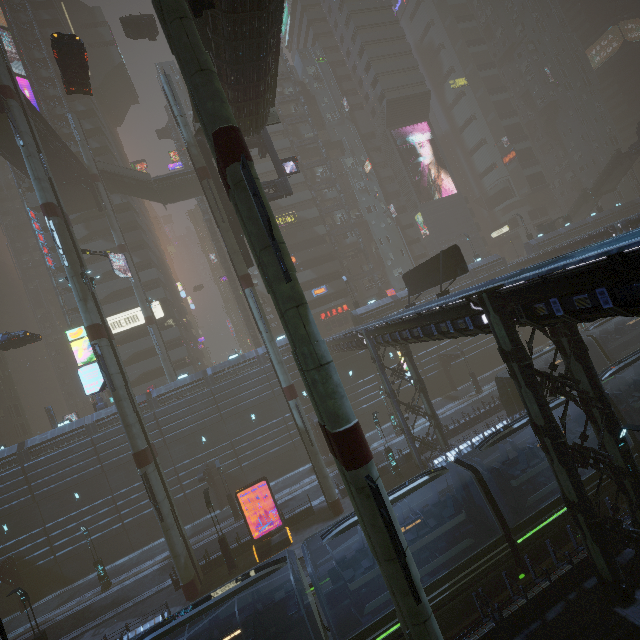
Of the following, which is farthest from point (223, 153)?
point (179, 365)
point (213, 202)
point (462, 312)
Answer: point (179, 365)

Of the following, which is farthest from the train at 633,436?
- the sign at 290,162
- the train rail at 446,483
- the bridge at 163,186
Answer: the bridge at 163,186

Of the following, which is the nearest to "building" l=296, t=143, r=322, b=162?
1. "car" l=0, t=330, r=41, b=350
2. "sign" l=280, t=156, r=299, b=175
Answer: "sign" l=280, t=156, r=299, b=175

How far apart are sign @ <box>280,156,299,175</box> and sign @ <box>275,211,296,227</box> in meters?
20.0 m

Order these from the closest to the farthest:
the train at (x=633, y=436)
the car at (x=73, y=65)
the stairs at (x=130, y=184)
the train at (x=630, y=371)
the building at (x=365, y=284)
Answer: the train at (x=633, y=436)
the train at (x=630, y=371)
the car at (x=73, y=65)
the stairs at (x=130, y=184)
the building at (x=365, y=284)

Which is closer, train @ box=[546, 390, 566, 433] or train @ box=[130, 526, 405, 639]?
train @ box=[130, 526, 405, 639]

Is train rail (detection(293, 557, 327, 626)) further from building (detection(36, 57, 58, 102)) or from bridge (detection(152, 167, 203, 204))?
bridge (detection(152, 167, 203, 204))
